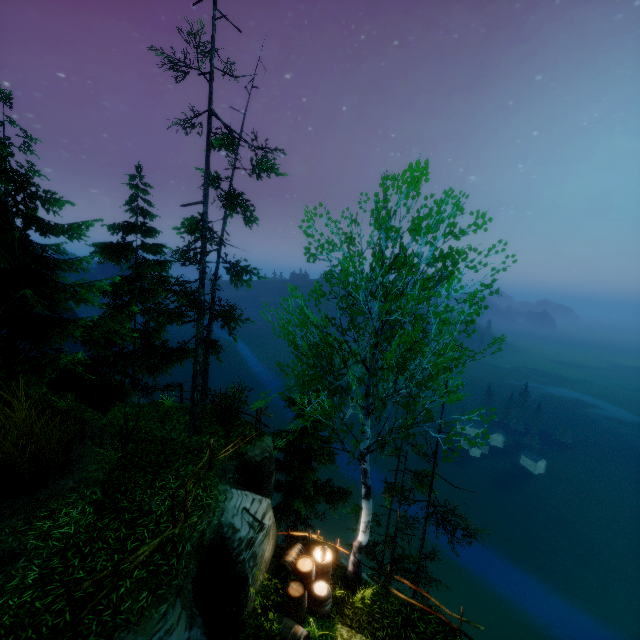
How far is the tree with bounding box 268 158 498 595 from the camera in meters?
7.9 m

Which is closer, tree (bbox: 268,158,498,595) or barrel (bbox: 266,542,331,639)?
tree (bbox: 268,158,498,595)

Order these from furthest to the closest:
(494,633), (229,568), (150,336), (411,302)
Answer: (494,633)
(150,336)
(411,302)
(229,568)

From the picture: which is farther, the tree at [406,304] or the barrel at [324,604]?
the barrel at [324,604]

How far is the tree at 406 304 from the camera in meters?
7.9
